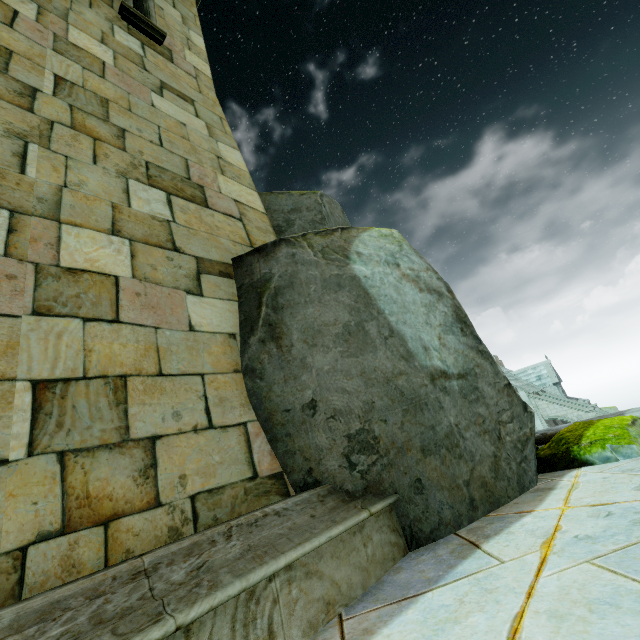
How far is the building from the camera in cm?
3472

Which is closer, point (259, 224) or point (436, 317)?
point (436, 317)

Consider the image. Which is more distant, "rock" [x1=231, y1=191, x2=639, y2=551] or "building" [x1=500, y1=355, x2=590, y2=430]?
"building" [x1=500, y1=355, x2=590, y2=430]

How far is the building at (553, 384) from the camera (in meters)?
34.72

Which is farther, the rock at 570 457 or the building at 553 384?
the building at 553 384
